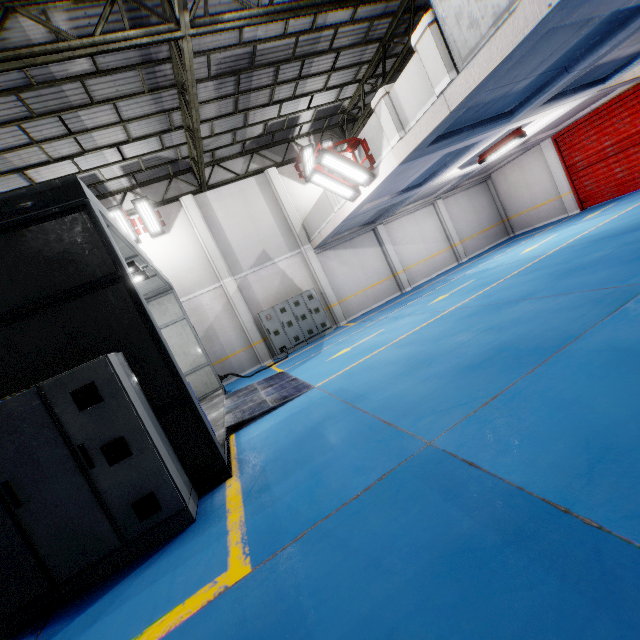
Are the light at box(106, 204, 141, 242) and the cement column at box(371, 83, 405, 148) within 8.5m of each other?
no

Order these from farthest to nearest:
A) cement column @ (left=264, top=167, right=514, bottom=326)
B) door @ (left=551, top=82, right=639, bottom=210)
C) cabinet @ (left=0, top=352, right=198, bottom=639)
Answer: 1. cement column @ (left=264, top=167, right=514, bottom=326)
2. door @ (left=551, top=82, right=639, bottom=210)
3. cabinet @ (left=0, top=352, right=198, bottom=639)

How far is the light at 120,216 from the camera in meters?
12.0 m

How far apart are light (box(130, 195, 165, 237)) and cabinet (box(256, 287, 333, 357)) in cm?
A: 503

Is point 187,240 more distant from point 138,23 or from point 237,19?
point 237,19

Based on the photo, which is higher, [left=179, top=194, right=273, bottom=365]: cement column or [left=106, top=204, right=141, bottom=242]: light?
[left=106, top=204, right=141, bottom=242]: light

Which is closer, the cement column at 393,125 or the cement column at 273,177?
the cement column at 393,125

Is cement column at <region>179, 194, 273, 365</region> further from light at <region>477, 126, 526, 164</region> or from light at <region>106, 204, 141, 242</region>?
light at <region>477, 126, 526, 164</region>
